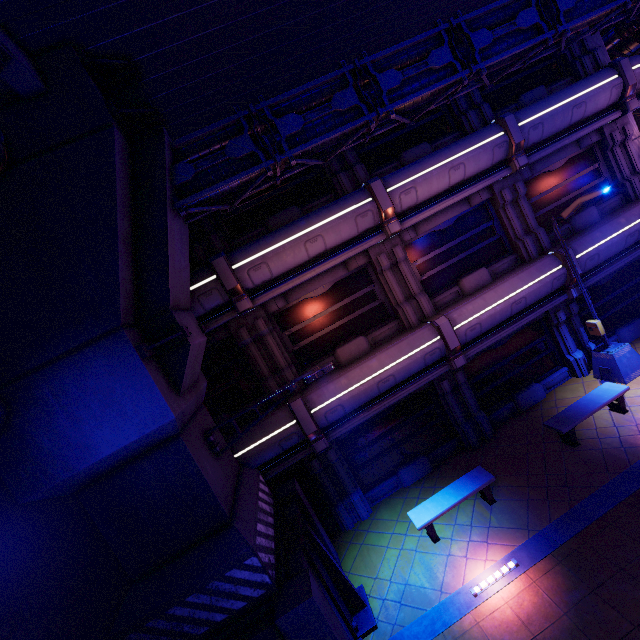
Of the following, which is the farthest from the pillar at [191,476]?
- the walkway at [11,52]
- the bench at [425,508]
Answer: the bench at [425,508]

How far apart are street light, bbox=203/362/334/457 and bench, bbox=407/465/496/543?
4.78m

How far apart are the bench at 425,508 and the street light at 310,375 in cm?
478

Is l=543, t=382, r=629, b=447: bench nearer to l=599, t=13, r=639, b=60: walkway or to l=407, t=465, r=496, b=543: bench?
l=407, t=465, r=496, b=543: bench

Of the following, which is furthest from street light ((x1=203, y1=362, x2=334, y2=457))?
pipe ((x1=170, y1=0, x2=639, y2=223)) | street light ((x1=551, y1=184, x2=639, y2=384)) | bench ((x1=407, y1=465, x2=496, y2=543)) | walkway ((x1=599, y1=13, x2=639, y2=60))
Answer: walkway ((x1=599, y1=13, x2=639, y2=60))

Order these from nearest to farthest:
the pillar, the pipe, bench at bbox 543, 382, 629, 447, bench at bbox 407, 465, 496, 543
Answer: the pillar → the pipe → bench at bbox 407, 465, 496, 543 → bench at bbox 543, 382, 629, 447

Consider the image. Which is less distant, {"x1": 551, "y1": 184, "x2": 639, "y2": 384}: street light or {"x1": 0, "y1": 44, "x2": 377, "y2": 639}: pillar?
{"x1": 0, "y1": 44, "x2": 377, "y2": 639}: pillar

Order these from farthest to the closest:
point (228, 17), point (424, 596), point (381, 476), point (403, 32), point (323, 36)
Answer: point (381, 476) → point (403, 32) → point (323, 36) → point (424, 596) → point (228, 17)
